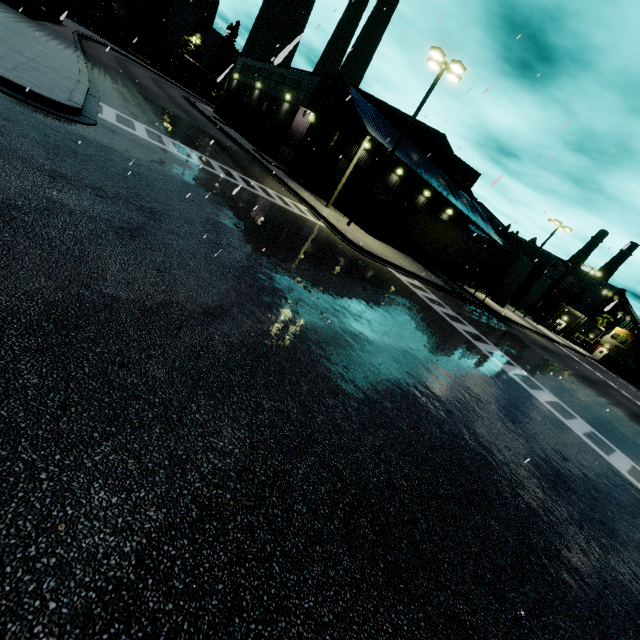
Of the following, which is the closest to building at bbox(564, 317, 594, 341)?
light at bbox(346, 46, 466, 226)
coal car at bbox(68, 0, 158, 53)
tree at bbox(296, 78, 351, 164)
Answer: tree at bbox(296, 78, 351, 164)

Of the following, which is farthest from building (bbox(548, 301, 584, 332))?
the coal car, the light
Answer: the light

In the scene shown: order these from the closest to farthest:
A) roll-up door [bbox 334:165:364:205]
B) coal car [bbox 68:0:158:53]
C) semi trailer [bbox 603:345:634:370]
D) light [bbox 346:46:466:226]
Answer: light [bbox 346:46:466:226] < roll-up door [bbox 334:165:364:205] < coal car [bbox 68:0:158:53] < semi trailer [bbox 603:345:634:370]

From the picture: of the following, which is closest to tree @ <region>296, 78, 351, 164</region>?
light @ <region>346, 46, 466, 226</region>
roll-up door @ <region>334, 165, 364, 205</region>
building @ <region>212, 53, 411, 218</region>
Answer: building @ <region>212, 53, 411, 218</region>

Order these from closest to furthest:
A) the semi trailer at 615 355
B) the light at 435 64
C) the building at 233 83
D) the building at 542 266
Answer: the light at 435 64
the building at 233 83
the building at 542 266
the semi trailer at 615 355

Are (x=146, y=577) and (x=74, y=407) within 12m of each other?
yes

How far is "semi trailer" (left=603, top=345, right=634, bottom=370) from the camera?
55.1 meters

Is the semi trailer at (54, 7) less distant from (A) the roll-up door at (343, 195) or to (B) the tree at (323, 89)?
(B) the tree at (323, 89)
